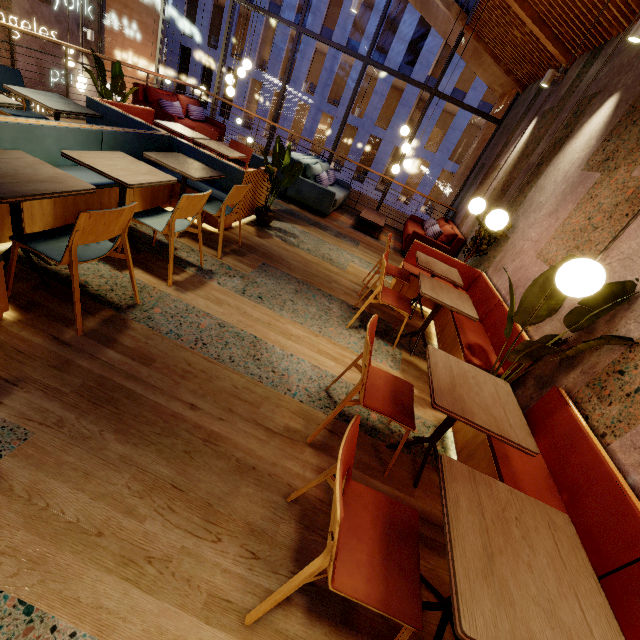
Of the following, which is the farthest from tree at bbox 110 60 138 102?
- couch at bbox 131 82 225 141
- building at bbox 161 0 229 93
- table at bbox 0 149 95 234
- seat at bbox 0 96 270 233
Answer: building at bbox 161 0 229 93

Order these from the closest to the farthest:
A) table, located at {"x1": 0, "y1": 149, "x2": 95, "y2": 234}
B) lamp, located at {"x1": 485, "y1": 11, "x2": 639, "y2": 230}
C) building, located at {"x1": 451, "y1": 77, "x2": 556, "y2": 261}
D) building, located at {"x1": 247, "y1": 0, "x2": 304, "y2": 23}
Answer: table, located at {"x1": 0, "y1": 149, "x2": 95, "y2": 234} → lamp, located at {"x1": 485, "y1": 11, "x2": 639, "y2": 230} → building, located at {"x1": 451, "y1": 77, "x2": 556, "y2": 261} → building, located at {"x1": 247, "y1": 0, "x2": 304, "y2": 23}

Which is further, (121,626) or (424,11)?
(424,11)

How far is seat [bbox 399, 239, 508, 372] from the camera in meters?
3.4

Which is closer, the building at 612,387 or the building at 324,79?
the building at 612,387

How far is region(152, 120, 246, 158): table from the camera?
4.91m

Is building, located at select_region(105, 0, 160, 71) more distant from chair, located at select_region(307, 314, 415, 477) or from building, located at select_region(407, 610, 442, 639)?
chair, located at select_region(307, 314, 415, 477)

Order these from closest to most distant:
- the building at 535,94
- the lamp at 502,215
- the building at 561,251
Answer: the lamp at 502,215, the building at 561,251, the building at 535,94
